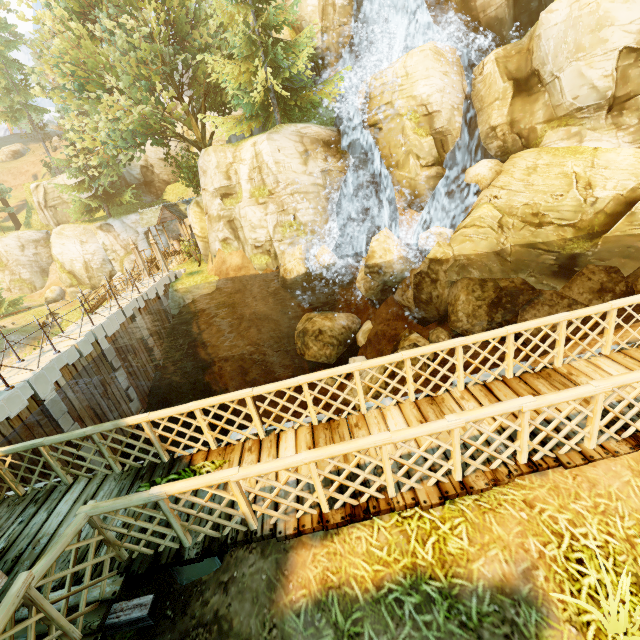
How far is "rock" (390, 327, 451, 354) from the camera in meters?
12.5 m

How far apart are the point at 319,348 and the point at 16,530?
14.30m

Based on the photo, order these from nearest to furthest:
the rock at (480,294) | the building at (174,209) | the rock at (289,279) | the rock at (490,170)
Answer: the rock at (480,294) < the rock at (490,170) < the rock at (289,279) < the building at (174,209)

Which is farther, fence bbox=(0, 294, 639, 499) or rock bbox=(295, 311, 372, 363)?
rock bbox=(295, 311, 372, 363)

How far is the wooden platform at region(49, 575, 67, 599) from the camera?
3.8m

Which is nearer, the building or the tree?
the tree

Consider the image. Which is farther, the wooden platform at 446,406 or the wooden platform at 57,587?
the wooden platform at 446,406

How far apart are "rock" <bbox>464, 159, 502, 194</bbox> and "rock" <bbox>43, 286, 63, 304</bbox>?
42.0 meters
